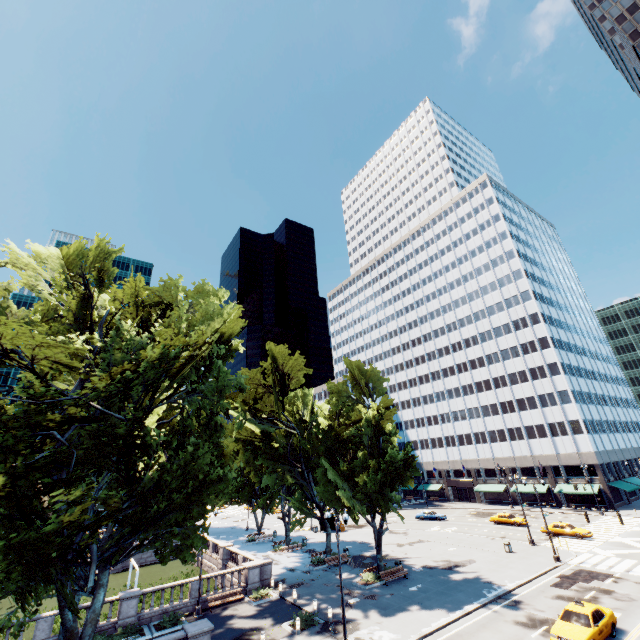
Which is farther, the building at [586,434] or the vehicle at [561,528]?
the building at [586,434]

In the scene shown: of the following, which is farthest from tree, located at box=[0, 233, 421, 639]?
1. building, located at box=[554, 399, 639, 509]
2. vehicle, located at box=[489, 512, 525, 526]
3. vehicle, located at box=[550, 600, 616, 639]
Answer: vehicle, located at box=[489, 512, 525, 526]

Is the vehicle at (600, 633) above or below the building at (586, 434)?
below

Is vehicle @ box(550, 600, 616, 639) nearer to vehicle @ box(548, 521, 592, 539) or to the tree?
the tree

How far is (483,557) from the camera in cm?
3394

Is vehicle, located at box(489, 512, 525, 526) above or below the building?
below

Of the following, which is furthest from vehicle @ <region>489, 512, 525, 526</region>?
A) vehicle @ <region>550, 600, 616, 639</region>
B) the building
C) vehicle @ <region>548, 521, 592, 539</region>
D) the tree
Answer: vehicle @ <region>550, 600, 616, 639</region>

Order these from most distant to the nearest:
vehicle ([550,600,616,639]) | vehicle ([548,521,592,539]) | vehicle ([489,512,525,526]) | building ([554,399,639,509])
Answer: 1. building ([554,399,639,509])
2. vehicle ([489,512,525,526])
3. vehicle ([548,521,592,539])
4. vehicle ([550,600,616,639])
